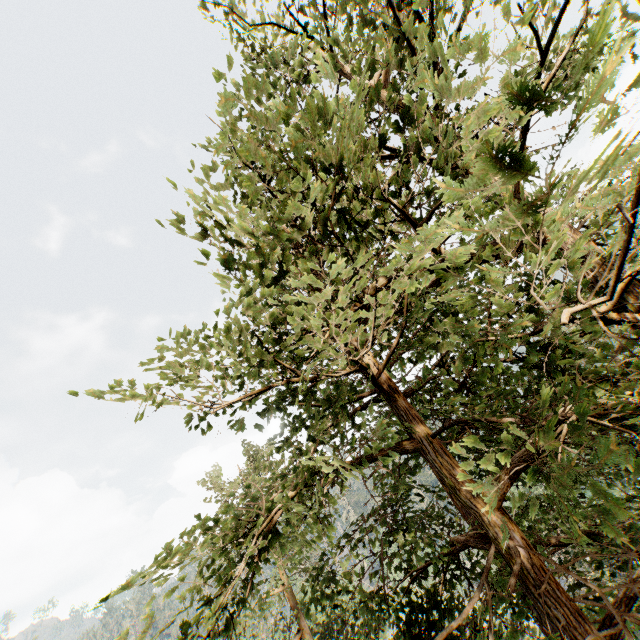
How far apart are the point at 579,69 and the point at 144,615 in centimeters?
516cm

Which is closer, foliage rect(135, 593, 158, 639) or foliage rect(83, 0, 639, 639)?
foliage rect(83, 0, 639, 639)

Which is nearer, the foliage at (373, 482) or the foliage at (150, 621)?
the foliage at (373, 482)
